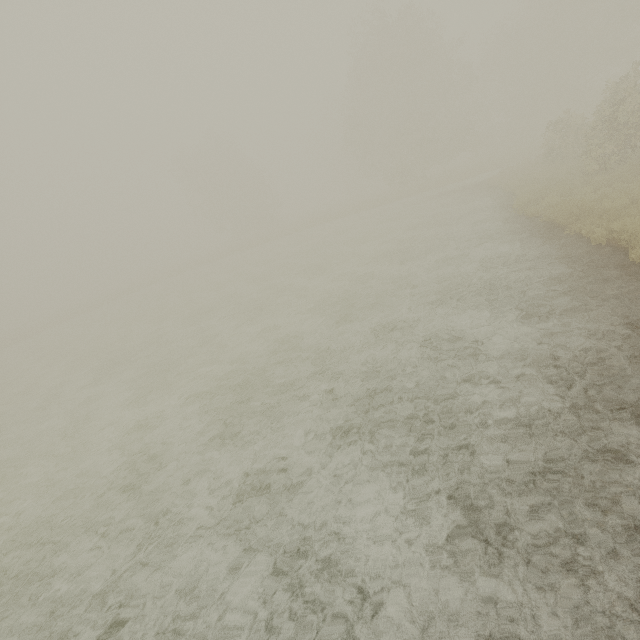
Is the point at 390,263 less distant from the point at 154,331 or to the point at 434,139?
the point at 154,331
